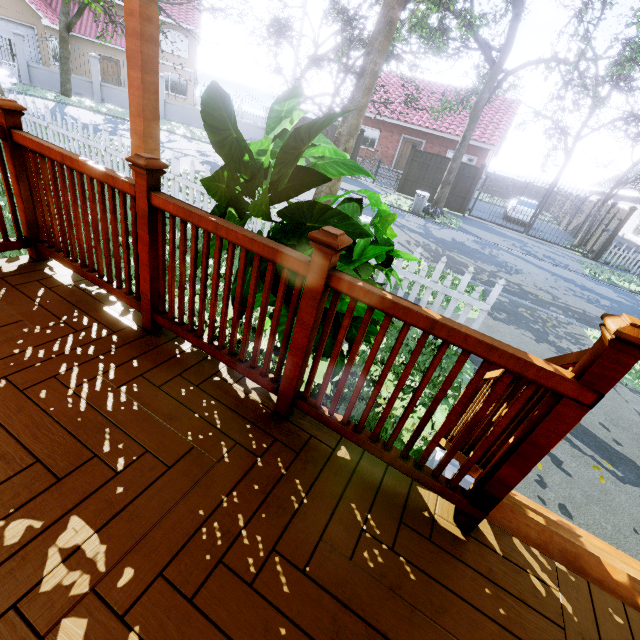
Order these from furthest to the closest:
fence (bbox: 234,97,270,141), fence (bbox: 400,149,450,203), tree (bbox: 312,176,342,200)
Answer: fence (bbox: 234,97,270,141)
fence (bbox: 400,149,450,203)
tree (bbox: 312,176,342,200)

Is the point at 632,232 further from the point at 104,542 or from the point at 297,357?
the point at 104,542

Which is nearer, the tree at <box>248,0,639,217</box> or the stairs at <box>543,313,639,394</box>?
the stairs at <box>543,313,639,394</box>

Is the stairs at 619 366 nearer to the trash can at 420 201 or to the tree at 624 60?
the tree at 624 60

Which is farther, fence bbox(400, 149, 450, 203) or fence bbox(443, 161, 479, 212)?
fence bbox(400, 149, 450, 203)

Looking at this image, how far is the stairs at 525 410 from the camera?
1.40m

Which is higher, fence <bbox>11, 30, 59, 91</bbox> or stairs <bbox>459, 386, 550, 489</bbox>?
stairs <bbox>459, 386, 550, 489</bbox>

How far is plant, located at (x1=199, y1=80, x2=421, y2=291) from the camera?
1.6m
